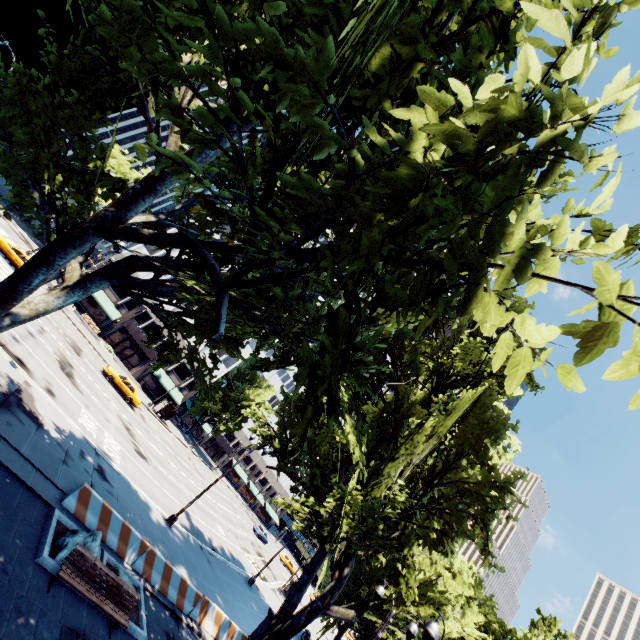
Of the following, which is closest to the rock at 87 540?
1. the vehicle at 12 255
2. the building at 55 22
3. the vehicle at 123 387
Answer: the vehicle at 123 387

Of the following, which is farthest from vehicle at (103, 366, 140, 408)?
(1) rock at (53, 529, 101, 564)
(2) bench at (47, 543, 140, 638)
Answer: (2) bench at (47, 543, 140, 638)

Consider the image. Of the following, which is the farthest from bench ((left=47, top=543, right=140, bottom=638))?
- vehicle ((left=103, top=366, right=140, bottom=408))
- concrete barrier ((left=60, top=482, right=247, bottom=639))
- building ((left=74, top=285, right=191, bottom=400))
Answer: building ((left=74, top=285, right=191, bottom=400))

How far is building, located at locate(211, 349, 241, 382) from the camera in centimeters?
5534cm

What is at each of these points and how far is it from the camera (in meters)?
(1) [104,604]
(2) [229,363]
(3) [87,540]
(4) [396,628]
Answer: (1) bench, 9.43
(2) building, 56.53
(3) rock, 10.51
(4) tree, 14.51

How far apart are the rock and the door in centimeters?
Result: 4266cm

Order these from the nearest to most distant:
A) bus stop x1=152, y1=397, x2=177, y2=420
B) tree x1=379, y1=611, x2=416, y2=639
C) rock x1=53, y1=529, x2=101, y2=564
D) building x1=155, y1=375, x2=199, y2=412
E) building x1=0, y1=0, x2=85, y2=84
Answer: rock x1=53, y1=529, x2=101, y2=564 → tree x1=379, y1=611, x2=416, y2=639 → building x1=0, y1=0, x2=85, y2=84 → bus stop x1=152, y1=397, x2=177, y2=420 → building x1=155, y1=375, x2=199, y2=412

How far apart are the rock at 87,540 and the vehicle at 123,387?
24.38m
